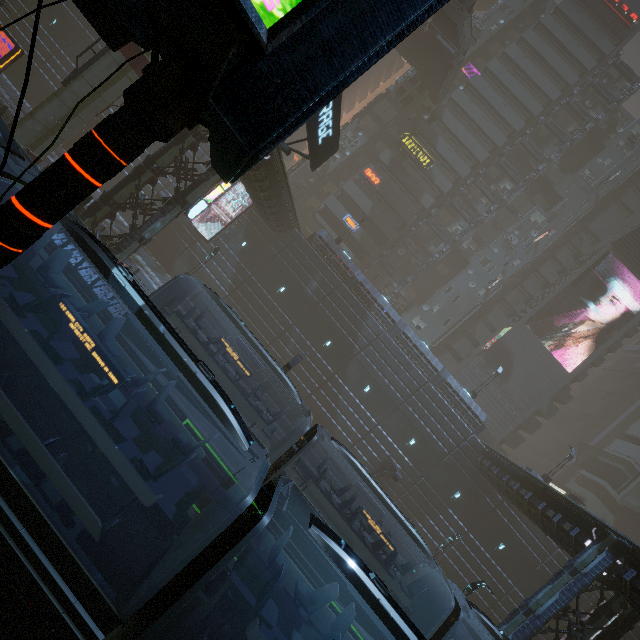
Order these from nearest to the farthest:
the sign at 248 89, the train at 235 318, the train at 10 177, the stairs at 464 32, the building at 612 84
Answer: the sign at 248 89 < the train at 10 177 < the train at 235 318 < the stairs at 464 32 < the building at 612 84

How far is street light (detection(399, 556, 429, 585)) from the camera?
23.5m

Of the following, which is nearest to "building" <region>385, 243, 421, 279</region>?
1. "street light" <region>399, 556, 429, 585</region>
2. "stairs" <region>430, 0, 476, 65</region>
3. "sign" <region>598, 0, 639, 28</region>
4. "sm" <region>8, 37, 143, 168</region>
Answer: "sign" <region>598, 0, 639, 28</region>

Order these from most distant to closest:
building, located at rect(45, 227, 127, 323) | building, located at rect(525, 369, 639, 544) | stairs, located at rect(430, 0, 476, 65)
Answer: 1. building, located at rect(525, 369, 639, 544)
2. stairs, located at rect(430, 0, 476, 65)
3. building, located at rect(45, 227, 127, 323)

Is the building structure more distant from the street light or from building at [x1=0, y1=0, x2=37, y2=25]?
the street light

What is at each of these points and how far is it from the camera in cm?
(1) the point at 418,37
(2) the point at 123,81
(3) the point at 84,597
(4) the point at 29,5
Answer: (1) bridge, 3719
(2) sm, 1958
(3) train, 523
(4) building, 3244

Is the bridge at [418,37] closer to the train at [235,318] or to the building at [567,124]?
Answer: the building at [567,124]

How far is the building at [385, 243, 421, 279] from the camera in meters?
42.4
